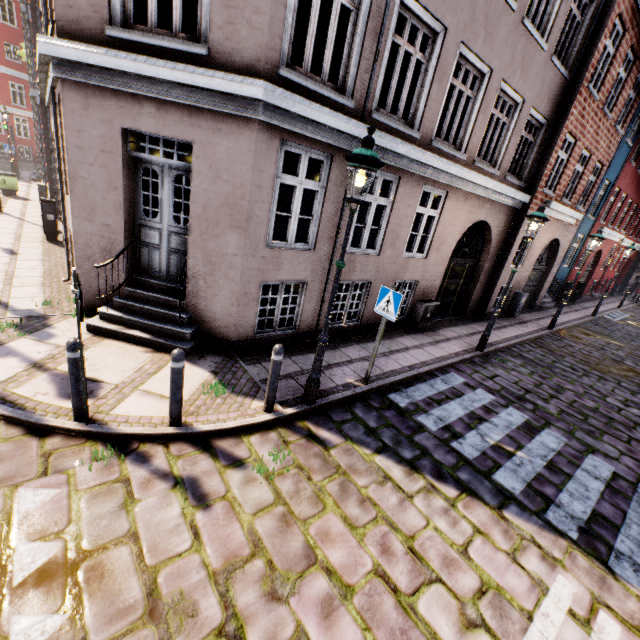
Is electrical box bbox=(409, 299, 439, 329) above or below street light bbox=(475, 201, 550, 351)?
below

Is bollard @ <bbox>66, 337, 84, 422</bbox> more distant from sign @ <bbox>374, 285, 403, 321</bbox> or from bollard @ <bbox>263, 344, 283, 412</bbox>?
sign @ <bbox>374, 285, 403, 321</bbox>

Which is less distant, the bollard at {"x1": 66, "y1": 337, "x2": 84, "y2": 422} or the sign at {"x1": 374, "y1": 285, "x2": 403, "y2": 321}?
the bollard at {"x1": 66, "y1": 337, "x2": 84, "y2": 422}

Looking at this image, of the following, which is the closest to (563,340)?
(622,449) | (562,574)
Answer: (622,449)

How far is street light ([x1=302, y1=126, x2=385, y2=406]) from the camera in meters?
3.8 m

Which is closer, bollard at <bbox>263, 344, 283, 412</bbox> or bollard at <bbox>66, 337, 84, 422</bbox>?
bollard at <bbox>66, 337, 84, 422</bbox>

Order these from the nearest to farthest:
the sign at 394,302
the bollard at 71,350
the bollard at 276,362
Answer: the bollard at 71,350, the bollard at 276,362, the sign at 394,302

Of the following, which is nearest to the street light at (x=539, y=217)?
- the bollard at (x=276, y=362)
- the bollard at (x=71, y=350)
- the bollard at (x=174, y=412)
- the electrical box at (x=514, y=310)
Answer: the bollard at (x=276, y=362)
